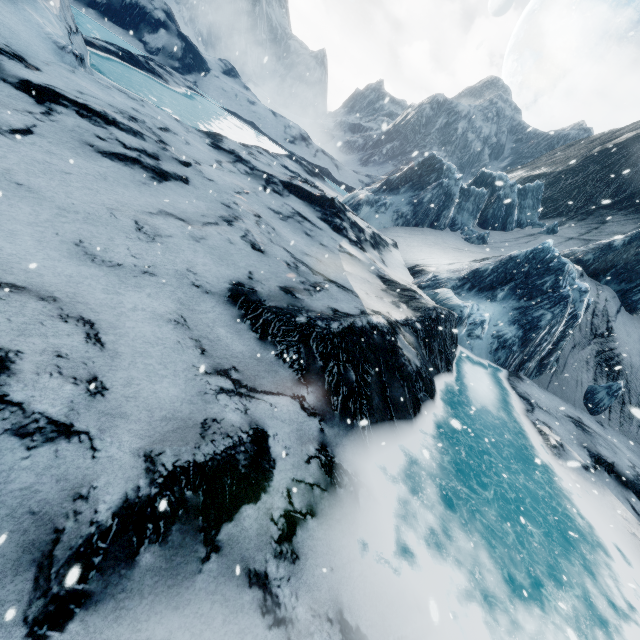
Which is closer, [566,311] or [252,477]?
[252,477]
